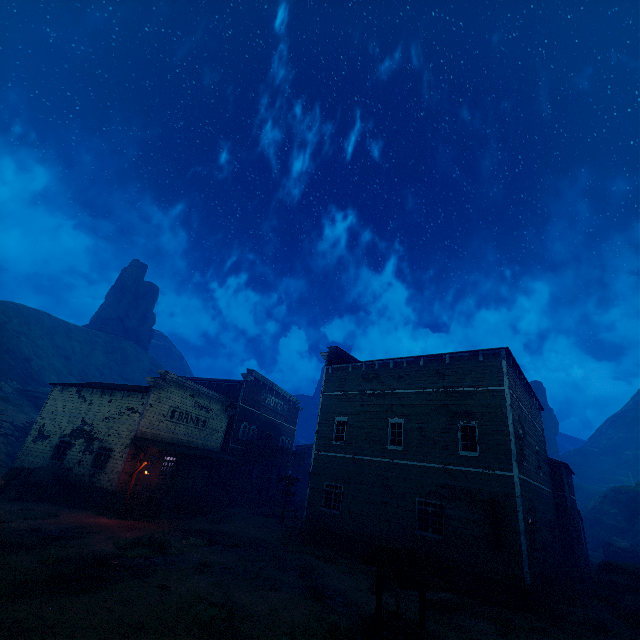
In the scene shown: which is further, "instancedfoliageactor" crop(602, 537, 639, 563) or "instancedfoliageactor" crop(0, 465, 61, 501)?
"instancedfoliageactor" crop(602, 537, 639, 563)

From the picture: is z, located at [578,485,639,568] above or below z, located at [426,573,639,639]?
above

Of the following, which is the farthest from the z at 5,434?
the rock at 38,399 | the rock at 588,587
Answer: the rock at 38,399

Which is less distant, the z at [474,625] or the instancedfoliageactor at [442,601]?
the z at [474,625]

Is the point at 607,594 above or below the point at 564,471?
below

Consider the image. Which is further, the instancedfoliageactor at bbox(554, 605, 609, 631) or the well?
the instancedfoliageactor at bbox(554, 605, 609, 631)

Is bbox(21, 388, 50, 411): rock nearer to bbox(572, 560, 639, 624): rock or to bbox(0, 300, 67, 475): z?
bbox(0, 300, 67, 475): z

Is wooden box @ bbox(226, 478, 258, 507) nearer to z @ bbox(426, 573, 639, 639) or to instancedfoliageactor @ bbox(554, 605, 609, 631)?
z @ bbox(426, 573, 639, 639)
